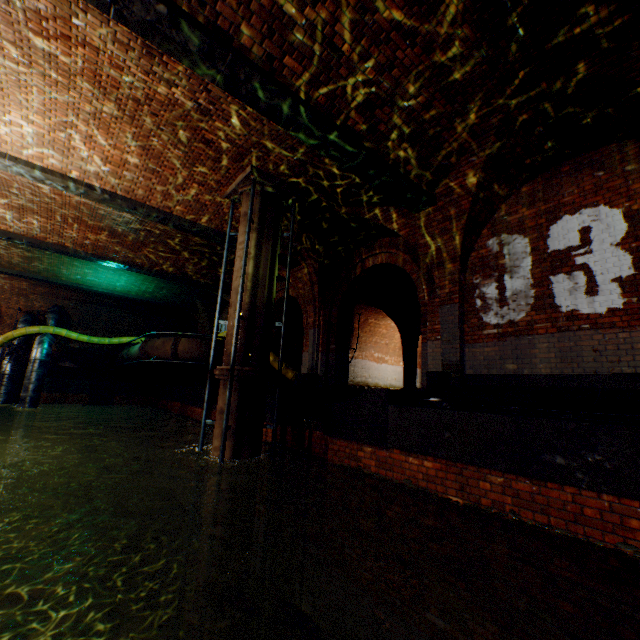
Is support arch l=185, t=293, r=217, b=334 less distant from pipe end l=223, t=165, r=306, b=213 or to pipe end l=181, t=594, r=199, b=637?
pipe end l=223, t=165, r=306, b=213

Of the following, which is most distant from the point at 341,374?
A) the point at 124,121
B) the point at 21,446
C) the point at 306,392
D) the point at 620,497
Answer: the point at 21,446

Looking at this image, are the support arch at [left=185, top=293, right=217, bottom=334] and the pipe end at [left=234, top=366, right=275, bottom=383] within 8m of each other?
no

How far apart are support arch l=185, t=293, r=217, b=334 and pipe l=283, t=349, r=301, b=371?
4.7m

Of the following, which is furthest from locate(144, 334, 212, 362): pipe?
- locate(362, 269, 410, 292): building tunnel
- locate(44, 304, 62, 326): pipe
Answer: locate(44, 304, 62, 326): pipe

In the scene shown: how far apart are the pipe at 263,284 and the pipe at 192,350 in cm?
530

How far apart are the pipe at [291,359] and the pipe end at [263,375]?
5.5 meters

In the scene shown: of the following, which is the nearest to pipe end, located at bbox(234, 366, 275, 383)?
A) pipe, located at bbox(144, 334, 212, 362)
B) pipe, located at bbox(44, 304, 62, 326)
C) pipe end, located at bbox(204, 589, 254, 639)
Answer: pipe end, located at bbox(204, 589, 254, 639)
